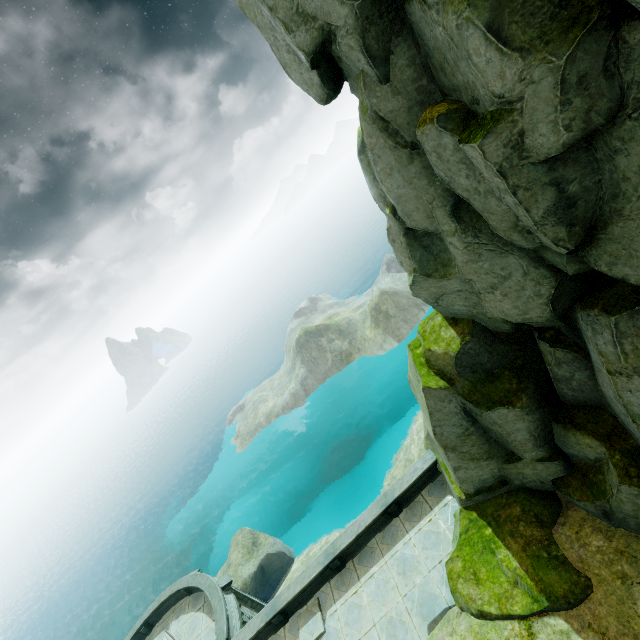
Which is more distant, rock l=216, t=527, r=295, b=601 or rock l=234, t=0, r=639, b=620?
rock l=216, t=527, r=295, b=601

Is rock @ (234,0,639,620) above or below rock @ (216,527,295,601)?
above

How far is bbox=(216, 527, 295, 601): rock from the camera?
27.87m

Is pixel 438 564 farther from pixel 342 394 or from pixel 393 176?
pixel 342 394

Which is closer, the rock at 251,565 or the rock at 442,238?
the rock at 442,238

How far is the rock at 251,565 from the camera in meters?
27.9
